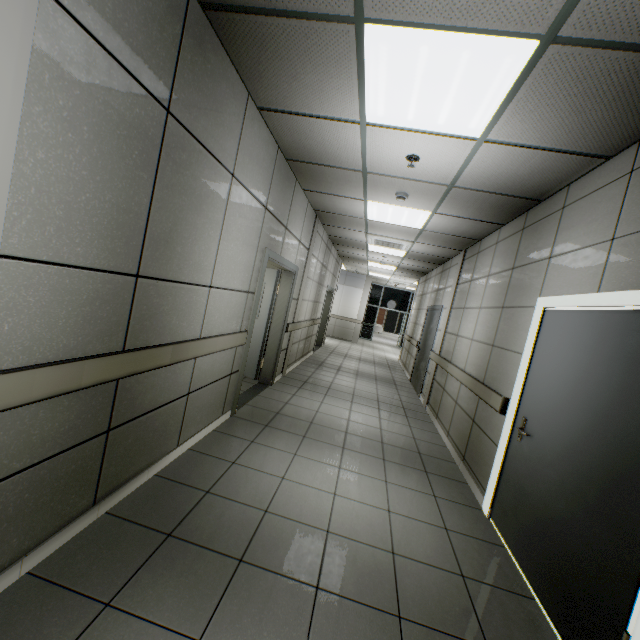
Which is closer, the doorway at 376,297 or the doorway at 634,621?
the doorway at 634,621

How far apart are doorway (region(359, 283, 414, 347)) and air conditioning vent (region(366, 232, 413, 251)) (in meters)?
10.88

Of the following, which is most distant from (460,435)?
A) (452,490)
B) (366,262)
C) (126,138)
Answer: (366,262)

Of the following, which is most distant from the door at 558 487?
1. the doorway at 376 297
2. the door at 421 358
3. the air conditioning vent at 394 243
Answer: the doorway at 376 297

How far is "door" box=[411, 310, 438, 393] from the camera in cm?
758

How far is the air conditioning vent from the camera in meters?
6.7

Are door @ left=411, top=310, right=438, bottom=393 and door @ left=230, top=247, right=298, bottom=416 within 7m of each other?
yes

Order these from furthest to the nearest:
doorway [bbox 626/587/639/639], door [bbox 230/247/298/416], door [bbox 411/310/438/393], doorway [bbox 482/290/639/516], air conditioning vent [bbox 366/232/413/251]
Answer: door [bbox 411/310/438/393] < air conditioning vent [bbox 366/232/413/251] < door [bbox 230/247/298/416] < doorway [bbox 482/290/639/516] < doorway [bbox 626/587/639/639]
